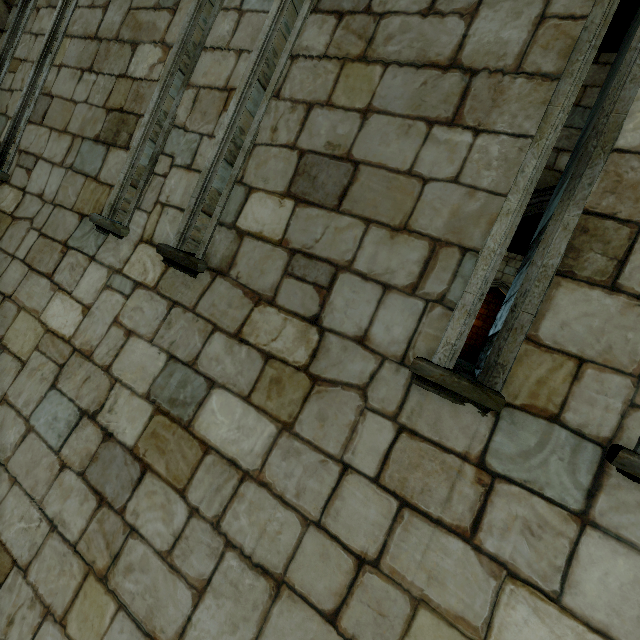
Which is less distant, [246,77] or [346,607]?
[346,607]
